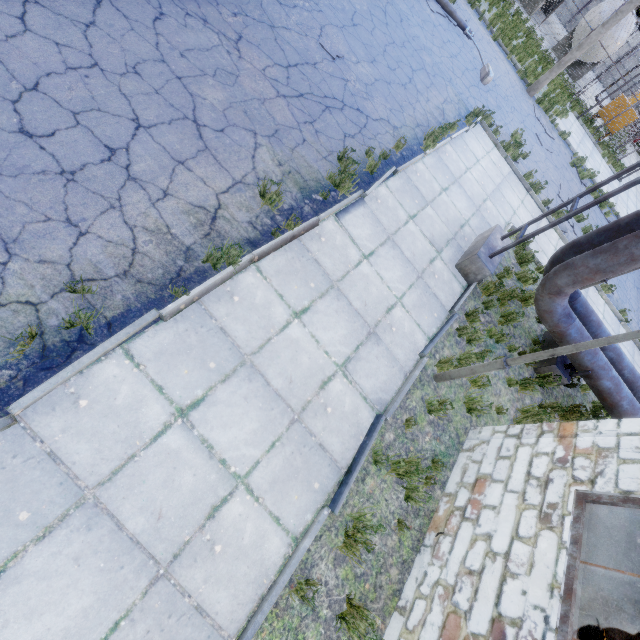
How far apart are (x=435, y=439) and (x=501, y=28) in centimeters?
2186cm

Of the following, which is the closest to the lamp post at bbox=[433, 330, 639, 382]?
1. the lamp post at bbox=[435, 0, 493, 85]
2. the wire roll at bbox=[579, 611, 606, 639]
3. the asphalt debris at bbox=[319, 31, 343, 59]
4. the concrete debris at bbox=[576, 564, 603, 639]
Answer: the concrete debris at bbox=[576, 564, 603, 639]

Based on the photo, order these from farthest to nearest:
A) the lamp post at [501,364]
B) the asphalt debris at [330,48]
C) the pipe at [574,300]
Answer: the asphalt debris at [330,48]
the pipe at [574,300]
the lamp post at [501,364]

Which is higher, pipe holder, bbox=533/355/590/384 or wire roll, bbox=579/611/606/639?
wire roll, bbox=579/611/606/639

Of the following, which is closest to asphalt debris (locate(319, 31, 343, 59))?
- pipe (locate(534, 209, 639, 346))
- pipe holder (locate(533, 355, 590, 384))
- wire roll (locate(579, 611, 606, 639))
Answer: pipe (locate(534, 209, 639, 346))

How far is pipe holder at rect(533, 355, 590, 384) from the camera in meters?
7.1

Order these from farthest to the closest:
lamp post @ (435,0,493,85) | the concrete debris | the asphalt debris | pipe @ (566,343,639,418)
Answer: lamp post @ (435,0,493,85) → the asphalt debris → pipe @ (566,343,639,418) → the concrete debris

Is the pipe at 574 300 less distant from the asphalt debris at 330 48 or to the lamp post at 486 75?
the asphalt debris at 330 48
